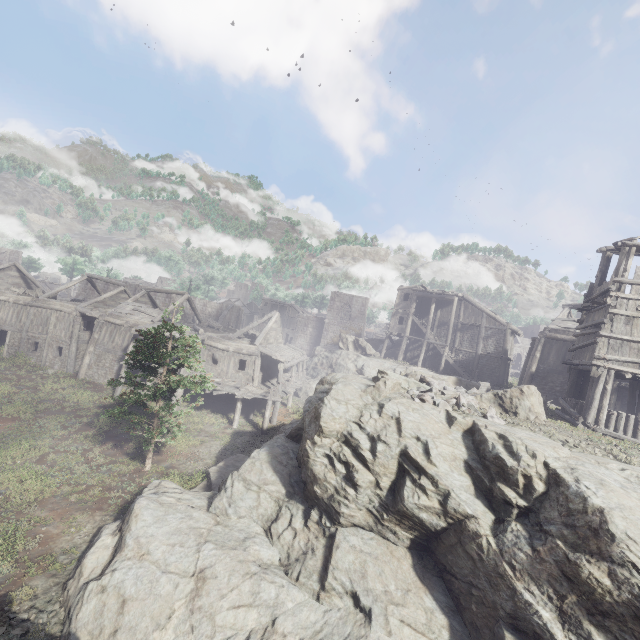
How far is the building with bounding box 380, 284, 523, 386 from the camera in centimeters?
3262cm

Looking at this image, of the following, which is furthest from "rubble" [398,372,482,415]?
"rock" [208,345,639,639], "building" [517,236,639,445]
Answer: "building" [517,236,639,445]

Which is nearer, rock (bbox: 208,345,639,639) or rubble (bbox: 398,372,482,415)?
rock (bbox: 208,345,639,639)

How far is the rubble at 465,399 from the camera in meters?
11.5 m

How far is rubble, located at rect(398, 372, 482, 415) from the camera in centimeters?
1150cm

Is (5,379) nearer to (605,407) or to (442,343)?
(605,407)

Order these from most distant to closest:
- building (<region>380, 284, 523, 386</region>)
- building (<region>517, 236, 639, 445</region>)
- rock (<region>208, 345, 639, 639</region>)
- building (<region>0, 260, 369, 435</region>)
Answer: building (<region>380, 284, 523, 386</region>)
building (<region>0, 260, 369, 435</region>)
building (<region>517, 236, 639, 445</region>)
rock (<region>208, 345, 639, 639</region>)

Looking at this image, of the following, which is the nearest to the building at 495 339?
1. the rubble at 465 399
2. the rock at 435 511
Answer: the rock at 435 511
